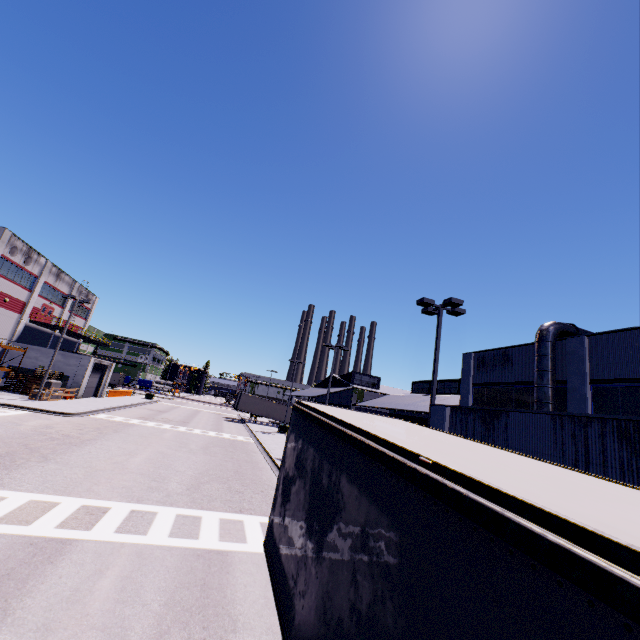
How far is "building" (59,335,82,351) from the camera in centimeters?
4665cm

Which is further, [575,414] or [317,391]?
[317,391]

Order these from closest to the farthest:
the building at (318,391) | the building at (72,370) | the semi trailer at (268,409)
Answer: the building at (72,370), the building at (318,391), the semi trailer at (268,409)

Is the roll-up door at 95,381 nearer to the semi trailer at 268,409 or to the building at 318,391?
the building at 318,391

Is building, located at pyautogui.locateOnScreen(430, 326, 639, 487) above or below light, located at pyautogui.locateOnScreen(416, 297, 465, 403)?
below

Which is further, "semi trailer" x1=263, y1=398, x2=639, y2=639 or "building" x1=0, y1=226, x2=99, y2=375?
"building" x1=0, y1=226, x2=99, y2=375

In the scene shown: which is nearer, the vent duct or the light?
the light

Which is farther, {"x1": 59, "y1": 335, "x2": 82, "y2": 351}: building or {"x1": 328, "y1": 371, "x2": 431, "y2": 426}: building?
{"x1": 59, "y1": 335, "x2": 82, "y2": 351}: building
